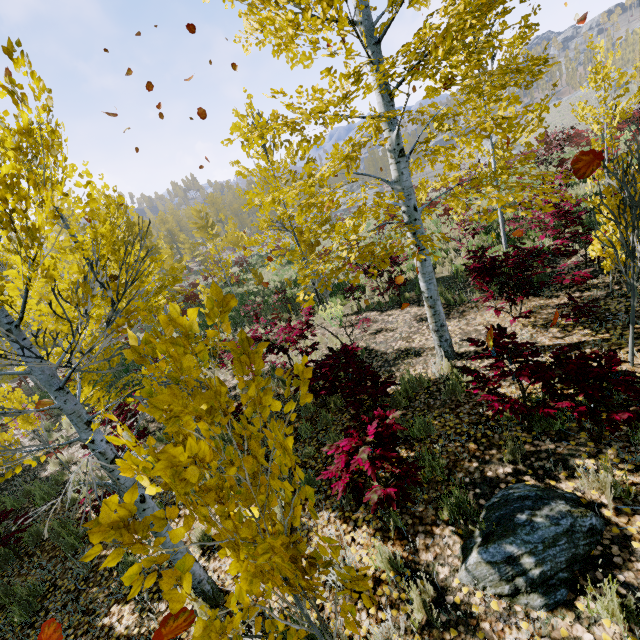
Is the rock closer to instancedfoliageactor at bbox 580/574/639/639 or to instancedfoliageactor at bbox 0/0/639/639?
instancedfoliageactor at bbox 580/574/639/639

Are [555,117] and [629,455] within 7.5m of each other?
no

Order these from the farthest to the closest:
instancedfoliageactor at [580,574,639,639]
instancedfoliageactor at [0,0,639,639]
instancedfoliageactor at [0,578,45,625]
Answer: instancedfoliageactor at [0,578,45,625] < instancedfoliageactor at [580,574,639,639] < instancedfoliageactor at [0,0,639,639]

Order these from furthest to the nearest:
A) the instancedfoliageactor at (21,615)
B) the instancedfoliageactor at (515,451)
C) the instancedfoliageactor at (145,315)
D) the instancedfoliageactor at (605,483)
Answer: the instancedfoliageactor at (21,615), the instancedfoliageactor at (515,451), the instancedfoliageactor at (605,483), the instancedfoliageactor at (145,315)

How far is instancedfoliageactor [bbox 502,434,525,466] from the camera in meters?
3.5

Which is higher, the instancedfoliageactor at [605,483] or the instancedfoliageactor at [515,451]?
the instancedfoliageactor at [605,483]

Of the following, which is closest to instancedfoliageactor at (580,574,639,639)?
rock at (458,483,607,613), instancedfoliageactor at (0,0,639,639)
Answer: rock at (458,483,607,613)
